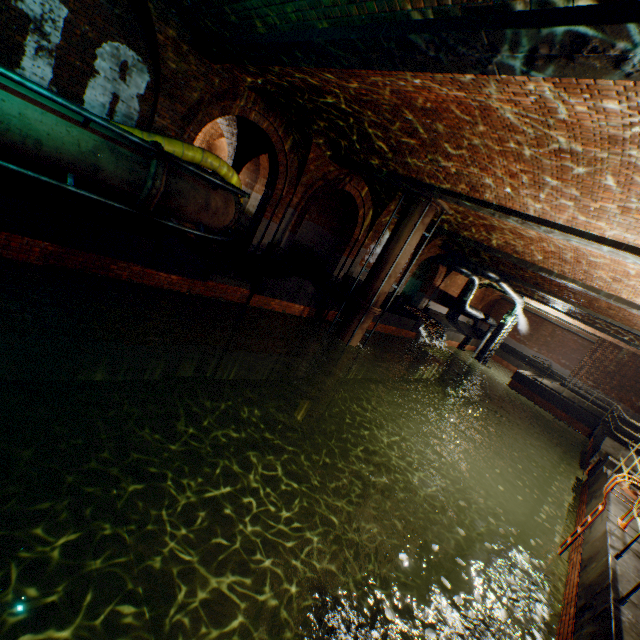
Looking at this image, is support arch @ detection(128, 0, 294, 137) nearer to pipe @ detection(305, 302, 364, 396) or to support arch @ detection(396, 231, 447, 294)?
pipe @ detection(305, 302, 364, 396)

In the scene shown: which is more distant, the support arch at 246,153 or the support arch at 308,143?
the support arch at 246,153

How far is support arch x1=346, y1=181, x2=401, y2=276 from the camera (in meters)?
13.56

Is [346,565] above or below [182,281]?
below

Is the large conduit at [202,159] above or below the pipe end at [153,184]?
above

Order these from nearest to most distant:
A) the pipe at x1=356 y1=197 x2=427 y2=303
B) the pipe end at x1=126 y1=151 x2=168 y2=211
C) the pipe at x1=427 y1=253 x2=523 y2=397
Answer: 1. the pipe end at x1=126 y1=151 x2=168 y2=211
2. the pipe at x1=356 y1=197 x2=427 y2=303
3. the pipe at x1=427 y1=253 x2=523 y2=397

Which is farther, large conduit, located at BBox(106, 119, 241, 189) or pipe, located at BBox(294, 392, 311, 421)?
pipe, located at BBox(294, 392, 311, 421)

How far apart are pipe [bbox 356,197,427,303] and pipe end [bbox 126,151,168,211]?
7.6 meters
